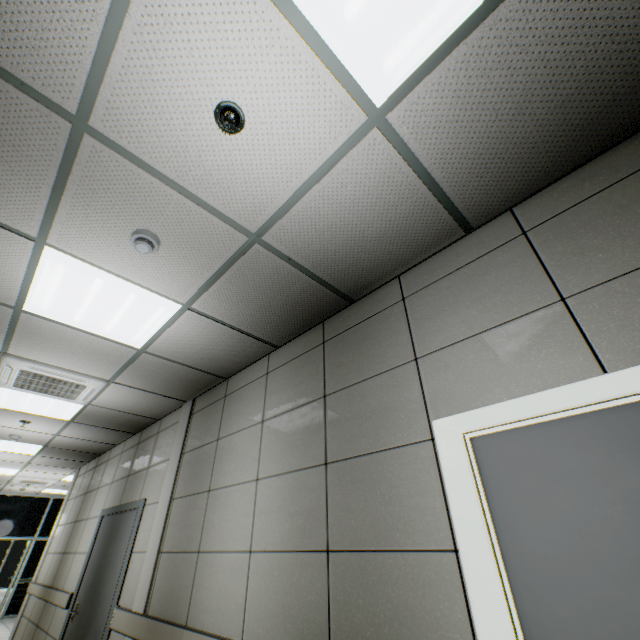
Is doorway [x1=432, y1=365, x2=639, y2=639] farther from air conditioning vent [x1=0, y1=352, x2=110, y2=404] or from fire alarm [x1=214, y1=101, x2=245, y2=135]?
air conditioning vent [x1=0, y1=352, x2=110, y2=404]

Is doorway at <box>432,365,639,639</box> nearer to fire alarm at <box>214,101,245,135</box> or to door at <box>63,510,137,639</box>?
fire alarm at <box>214,101,245,135</box>

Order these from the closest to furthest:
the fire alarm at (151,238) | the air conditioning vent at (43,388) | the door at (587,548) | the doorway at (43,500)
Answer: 1. the door at (587,548)
2. the fire alarm at (151,238)
3. the air conditioning vent at (43,388)
4. the doorway at (43,500)

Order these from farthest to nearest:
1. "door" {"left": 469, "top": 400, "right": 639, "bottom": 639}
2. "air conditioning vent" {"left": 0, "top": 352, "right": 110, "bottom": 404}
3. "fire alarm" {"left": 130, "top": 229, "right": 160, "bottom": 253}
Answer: "air conditioning vent" {"left": 0, "top": 352, "right": 110, "bottom": 404} → "fire alarm" {"left": 130, "top": 229, "right": 160, "bottom": 253} → "door" {"left": 469, "top": 400, "right": 639, "bottom": 639}

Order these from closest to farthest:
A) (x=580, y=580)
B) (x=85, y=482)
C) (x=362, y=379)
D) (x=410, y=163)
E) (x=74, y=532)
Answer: (x=580, y=580), (x=410, y=163), (x=362, y=379), (x=74, y=532), (x=85, y=482)

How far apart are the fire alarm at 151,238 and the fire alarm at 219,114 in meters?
0.9

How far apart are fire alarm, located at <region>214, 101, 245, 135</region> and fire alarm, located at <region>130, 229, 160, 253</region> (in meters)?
0.93

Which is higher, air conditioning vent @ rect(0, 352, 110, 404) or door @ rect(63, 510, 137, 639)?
air conditioning vent @ rect(0, 352, 110, 404)
